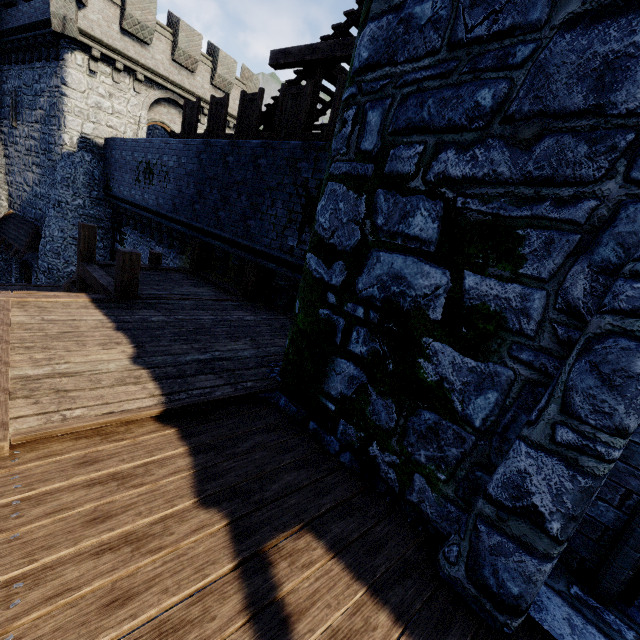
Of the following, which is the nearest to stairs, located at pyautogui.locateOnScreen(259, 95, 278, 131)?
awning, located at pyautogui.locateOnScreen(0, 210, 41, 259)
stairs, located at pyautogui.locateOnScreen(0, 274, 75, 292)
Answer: stairs, located at pyautogui.locateOnScreen(0, 274, 75, 292)

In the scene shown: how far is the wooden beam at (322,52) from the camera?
7.63m

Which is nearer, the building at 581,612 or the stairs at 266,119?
the building at 581,612

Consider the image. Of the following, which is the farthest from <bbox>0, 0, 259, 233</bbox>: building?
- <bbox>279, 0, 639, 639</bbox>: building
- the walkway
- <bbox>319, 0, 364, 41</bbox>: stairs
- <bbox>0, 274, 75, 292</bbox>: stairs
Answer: <bbox>279, 0, 639, 639</bbox>: building

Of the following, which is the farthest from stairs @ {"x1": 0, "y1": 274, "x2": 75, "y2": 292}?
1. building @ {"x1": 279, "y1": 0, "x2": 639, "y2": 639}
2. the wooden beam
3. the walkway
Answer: building @ {"x1": 279, "y1": 0, "x2": 639, "y2": 639}

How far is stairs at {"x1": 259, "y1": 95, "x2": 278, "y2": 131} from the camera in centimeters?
1009cm

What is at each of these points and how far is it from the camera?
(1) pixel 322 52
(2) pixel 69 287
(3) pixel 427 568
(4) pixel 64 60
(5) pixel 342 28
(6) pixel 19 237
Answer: (1) wooden beam, 8.0 meters
(2) stairs, 10.1 meters
(3) walkway, 2.6 meters
(4) building, 14.3 meters
(5) stairs, 8.0 meters
(6) awning, 17.5 meters

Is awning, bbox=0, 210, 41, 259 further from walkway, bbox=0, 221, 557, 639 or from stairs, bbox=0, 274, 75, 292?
walkway, bbox=0, 221, 557, 639
